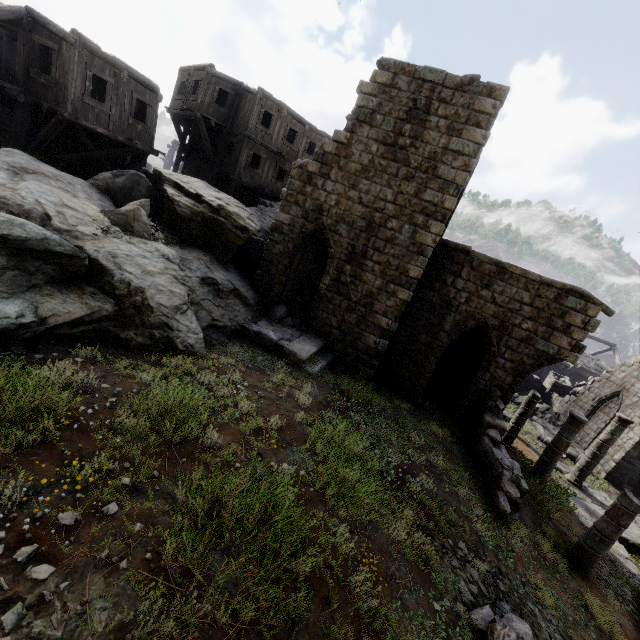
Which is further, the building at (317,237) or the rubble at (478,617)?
the building at (317,237)

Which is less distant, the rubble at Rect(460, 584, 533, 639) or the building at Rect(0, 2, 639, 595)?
the rubble at Rect(460, 584, 533, 639)

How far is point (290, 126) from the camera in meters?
23.2 m

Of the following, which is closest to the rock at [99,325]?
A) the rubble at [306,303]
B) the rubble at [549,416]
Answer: the rubble at [306,303]

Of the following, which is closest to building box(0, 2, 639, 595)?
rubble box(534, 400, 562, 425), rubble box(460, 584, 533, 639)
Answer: rubble box(534, 400, 562, 425)

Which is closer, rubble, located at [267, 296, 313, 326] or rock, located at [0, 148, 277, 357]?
rock, located at [0, 148, 277, 357]

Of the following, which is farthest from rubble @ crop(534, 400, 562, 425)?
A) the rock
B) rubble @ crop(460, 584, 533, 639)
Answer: the rock

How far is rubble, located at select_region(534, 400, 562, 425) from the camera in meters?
22.7 m
